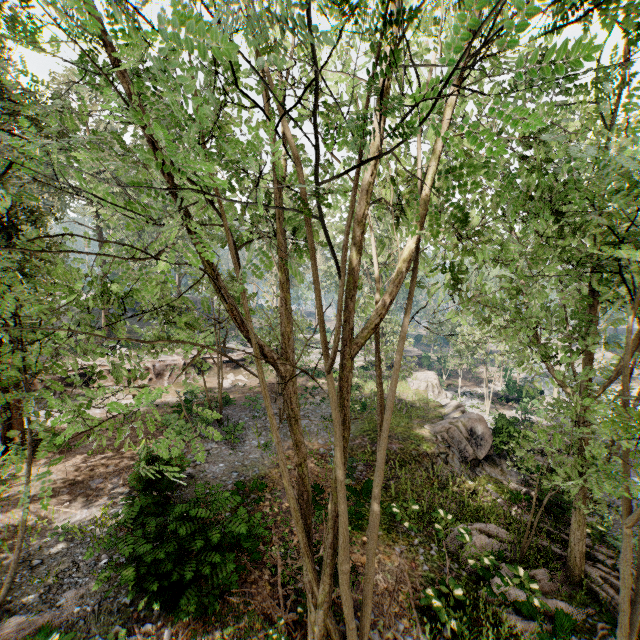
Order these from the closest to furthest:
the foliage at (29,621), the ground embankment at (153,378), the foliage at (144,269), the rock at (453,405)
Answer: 1. the foliage at (144,269)
2. the foliage at (29,621)
3. the rock at (453,405)
4. the ground embankment at (153,378)

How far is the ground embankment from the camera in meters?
25.2

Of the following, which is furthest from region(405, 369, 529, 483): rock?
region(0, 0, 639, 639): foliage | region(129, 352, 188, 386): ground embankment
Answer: region(129, 352, 188, 386): ground embankment

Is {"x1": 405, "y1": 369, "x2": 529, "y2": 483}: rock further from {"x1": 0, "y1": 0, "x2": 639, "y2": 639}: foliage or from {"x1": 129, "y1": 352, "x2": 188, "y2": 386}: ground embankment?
{"x1": 129, "y1": 352, "x2": 188, "y2": 386}: ground embankment

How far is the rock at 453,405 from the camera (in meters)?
17.31

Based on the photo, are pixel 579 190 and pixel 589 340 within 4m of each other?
yes
